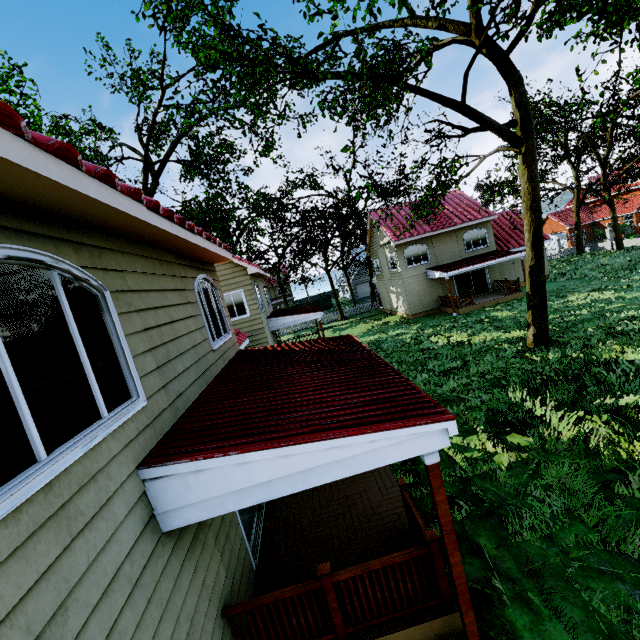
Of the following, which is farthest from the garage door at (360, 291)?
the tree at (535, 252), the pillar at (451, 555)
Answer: the pillar at (451, 555)

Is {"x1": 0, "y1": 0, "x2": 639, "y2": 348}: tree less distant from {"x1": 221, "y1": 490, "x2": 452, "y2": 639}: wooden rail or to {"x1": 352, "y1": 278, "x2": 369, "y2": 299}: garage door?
{"x1": 352, "y1": 278, "x2": 369, "y2": 299}: garage door

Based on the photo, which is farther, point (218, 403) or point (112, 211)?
point (218, 403)

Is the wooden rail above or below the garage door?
below

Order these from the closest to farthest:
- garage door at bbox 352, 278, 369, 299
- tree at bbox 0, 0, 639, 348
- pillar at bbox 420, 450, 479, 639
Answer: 1. pillar at bbox 420, 450, 479, 639
2. tree at bbox 0, 0, 639, 348
3. garage door at bbox 352, 278, 369, 299

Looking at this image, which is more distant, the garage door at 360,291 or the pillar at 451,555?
the garage door at 360,291

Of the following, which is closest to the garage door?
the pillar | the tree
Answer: the tree
